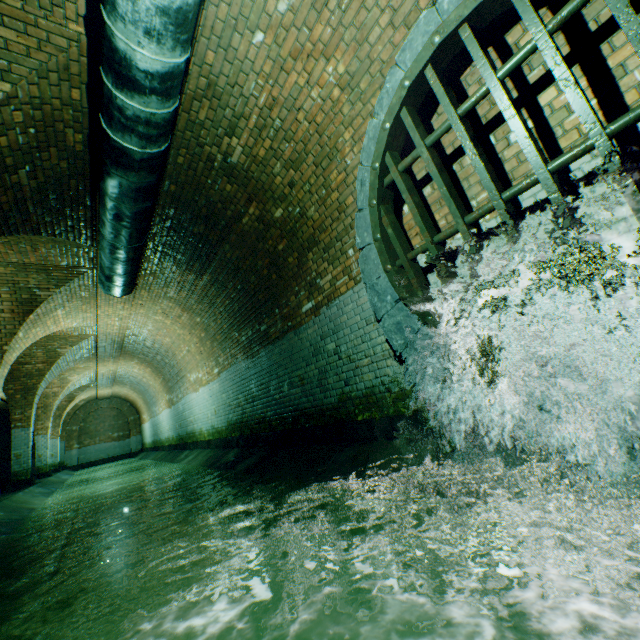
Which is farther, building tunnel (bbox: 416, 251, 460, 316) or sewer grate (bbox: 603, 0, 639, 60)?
building tunnel (bbox: 416, 251, 460, 316)

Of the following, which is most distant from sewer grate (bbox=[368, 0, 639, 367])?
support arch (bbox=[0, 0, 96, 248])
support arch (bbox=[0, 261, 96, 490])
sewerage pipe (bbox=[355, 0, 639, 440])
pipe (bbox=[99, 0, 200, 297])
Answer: support arch (bbox=[0, 261, 96, 490])

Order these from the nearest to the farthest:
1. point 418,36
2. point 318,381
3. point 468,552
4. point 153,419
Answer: point 468,552 < point 418,36 < point 318,381 < point 153,419

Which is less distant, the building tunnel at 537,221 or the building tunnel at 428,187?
the building tunnel at 537,221

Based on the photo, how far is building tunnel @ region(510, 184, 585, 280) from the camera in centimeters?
229cm

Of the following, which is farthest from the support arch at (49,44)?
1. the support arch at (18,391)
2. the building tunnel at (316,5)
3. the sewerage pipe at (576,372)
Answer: the support arch at (18,391)
